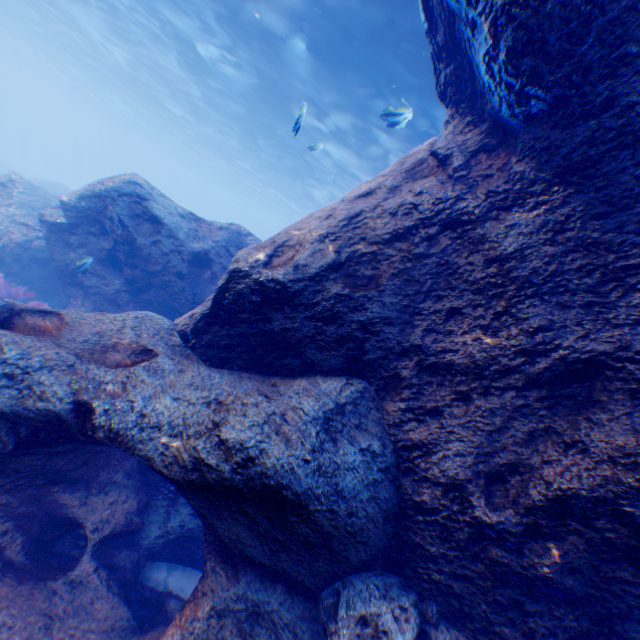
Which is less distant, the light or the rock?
the rock

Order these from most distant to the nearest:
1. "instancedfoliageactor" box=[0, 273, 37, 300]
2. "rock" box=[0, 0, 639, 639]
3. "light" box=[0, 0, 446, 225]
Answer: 1. "light" box=[0, 0, 446, 225]
2. "instancedfoliageactor" box=[0, 273, 37, 300]
3. "rock" box=[0, 0, 639, 639]

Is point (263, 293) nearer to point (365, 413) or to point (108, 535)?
point (365, 413)

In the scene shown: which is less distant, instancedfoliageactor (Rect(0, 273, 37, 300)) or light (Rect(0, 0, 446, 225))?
instancedfoliageactor (Rect(0, 273, 37, 300))

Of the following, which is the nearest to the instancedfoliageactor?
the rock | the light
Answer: the rock

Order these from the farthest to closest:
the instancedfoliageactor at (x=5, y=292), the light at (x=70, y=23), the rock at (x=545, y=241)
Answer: the light at (x=70, y=23) → the instancedfoliageactor at (x=5, y=292) → the rock at (x=545, y=241)

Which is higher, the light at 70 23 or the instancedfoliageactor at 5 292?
the light at 70 23
